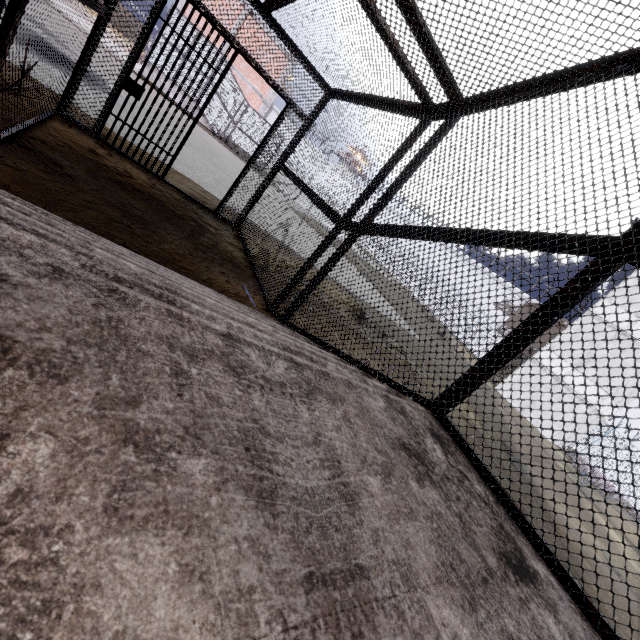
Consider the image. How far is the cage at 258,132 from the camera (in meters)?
19.64

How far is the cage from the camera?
19.6 meters

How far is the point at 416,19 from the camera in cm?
262
